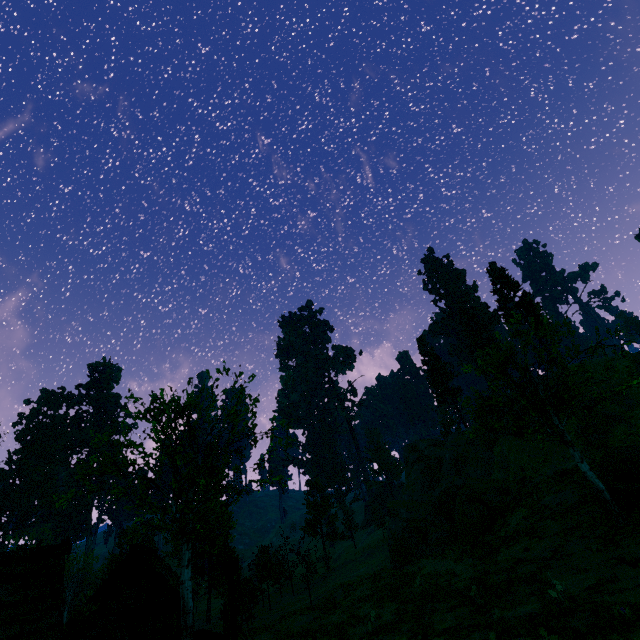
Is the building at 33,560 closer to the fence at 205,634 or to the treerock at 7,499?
the treerock at 7,499

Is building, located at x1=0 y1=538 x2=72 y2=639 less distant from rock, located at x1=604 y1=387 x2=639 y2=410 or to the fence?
the fence

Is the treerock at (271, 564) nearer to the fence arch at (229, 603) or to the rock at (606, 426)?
the fence arch at (229, 603)

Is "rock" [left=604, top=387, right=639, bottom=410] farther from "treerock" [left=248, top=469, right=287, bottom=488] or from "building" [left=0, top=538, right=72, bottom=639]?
"building" [left=0, top=538, right=72, bottom=639]

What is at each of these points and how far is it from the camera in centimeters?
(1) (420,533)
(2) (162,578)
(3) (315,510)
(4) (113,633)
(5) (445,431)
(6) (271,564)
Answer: (1) rock, 2939cm
(2) building, 2786cm
(3) treerock, 4522cm
(4) hay bale, 1748cm
(5) treerock, 5862cm
(6) treerock, 3912cm

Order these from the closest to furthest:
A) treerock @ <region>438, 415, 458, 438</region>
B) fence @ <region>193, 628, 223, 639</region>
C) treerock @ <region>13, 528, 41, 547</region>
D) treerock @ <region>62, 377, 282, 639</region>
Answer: fence @ <region>193, 628, 223, 639</region> → treerock @ <region>62, 377, 282, 639</region> → treerock @ <region>13, 528, 41, 547</region> → treerock @ <region>438, 415, 458, 438</region>

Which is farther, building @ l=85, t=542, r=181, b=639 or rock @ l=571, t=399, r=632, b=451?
building @ l=85, t=542, r=181, b=639

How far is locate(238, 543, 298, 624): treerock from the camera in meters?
30.6 m
